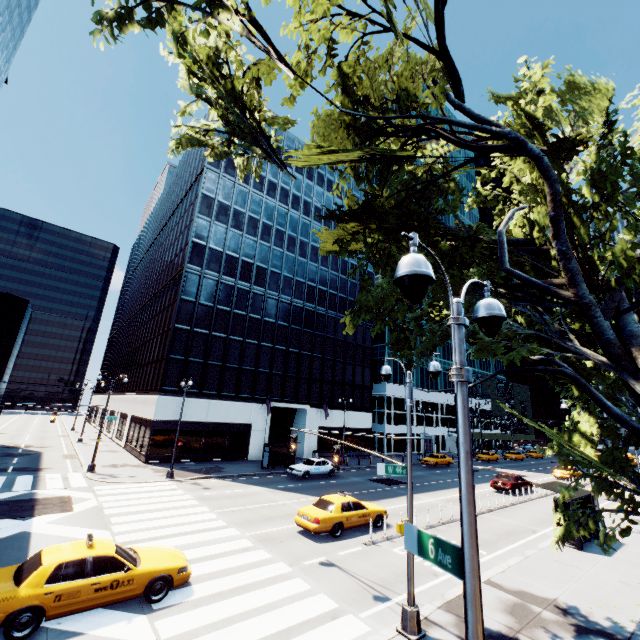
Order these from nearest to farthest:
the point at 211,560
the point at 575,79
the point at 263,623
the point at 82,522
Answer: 1. the point at 263,623
2. the point at 575,79
3. the point at 211,560
4. the point at 82,522

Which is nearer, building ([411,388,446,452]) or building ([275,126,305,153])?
building ([275,126,305,153])

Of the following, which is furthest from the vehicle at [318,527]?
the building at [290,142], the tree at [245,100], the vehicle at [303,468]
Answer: the building at [290,142]

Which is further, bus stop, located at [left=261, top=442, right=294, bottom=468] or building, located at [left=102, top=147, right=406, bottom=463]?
building, located at [left=102, top=147, right=406, bottom=463]

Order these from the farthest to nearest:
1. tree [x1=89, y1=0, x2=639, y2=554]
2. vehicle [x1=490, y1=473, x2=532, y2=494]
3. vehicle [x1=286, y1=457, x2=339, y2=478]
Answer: vehicle [x1=286, y1=457, x2=339, y2=478] < vehicle [x1=490, y1=473, x2=532, y2=494] < tree [x1=89, y1=0, x2=639, y2=554]

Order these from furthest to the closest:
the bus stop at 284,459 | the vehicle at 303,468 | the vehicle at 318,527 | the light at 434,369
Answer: the bus stop at 284,459, the vehicle at 303,468, the vehicle at 318,527, the light at 434,369

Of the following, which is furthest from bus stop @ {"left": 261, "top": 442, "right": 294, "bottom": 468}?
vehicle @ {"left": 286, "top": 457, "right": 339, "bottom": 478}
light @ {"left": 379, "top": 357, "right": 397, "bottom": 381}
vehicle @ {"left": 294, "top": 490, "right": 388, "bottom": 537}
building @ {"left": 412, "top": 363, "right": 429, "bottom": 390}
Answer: building @ {"left": 412, "top": 363, "right": 429, "bottom": 390}

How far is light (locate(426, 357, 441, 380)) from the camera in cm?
966
